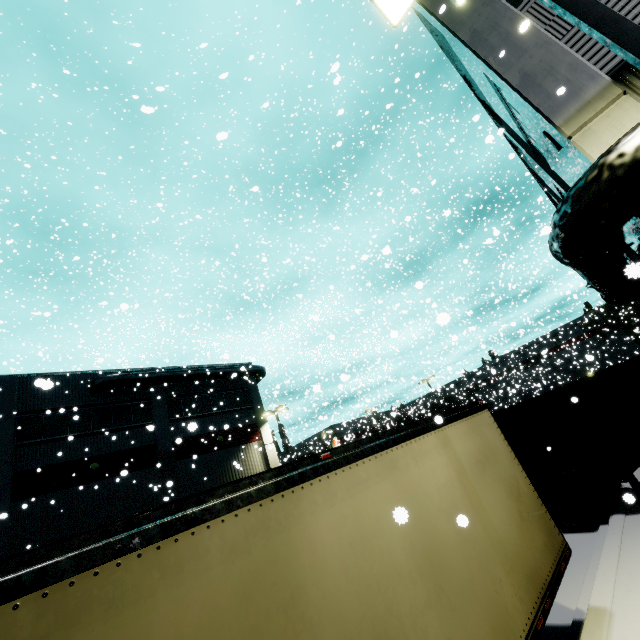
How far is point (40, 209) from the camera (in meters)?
19.28

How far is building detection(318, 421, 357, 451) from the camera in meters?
30.8 m

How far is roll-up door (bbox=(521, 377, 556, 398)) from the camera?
38.28m

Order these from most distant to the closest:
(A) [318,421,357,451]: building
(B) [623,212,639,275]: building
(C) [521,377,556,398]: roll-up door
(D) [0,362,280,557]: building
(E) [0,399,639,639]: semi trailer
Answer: (C) [521,377,556,398]: roll-up door, (A) [318,421,357,451]: building, (D) [0,362,280,557]: building, (B) [623,212,639,275]: building, (E) [0,399,639,639]: semi trailer

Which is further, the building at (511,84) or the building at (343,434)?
the building at (343,434)

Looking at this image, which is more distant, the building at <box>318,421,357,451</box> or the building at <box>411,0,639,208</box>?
the building at <box>318,421,357,451</box>

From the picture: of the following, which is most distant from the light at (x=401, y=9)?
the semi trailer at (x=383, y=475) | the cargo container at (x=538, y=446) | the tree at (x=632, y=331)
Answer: the tree at (x=632, y=331)

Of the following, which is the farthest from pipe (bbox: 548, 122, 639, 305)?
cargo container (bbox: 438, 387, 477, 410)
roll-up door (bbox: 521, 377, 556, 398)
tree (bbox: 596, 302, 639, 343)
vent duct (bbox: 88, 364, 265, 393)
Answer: roll-up door (bbox: 521, 377, 556, 398)
